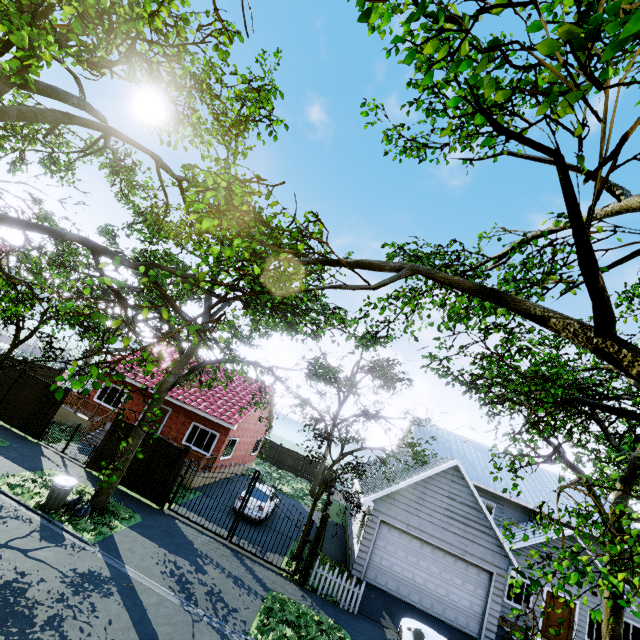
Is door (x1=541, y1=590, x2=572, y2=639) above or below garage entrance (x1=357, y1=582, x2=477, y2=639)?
above

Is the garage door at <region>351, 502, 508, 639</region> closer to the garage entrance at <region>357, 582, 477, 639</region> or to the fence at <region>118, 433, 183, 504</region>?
the garage entrance at <region>357, 582, 477, 639</region>

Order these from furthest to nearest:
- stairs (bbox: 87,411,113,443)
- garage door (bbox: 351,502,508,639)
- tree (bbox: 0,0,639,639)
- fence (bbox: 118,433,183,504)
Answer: stairs (bbox: 87,411,113,443), fence (bbox: 118,433,183,504), garage door (bbox: 351,502,508,639), tree (bbox: 0,0,639,639)

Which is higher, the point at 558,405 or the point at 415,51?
the point at 415,51

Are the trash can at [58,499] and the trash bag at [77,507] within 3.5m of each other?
yes

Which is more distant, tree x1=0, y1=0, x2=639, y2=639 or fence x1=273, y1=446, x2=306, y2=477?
fence x1=273, y1=446, x2=306, y2=477

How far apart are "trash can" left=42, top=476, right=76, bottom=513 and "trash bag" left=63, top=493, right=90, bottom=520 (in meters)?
0.14

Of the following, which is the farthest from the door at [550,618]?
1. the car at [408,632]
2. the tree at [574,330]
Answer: the car at [408,632]
